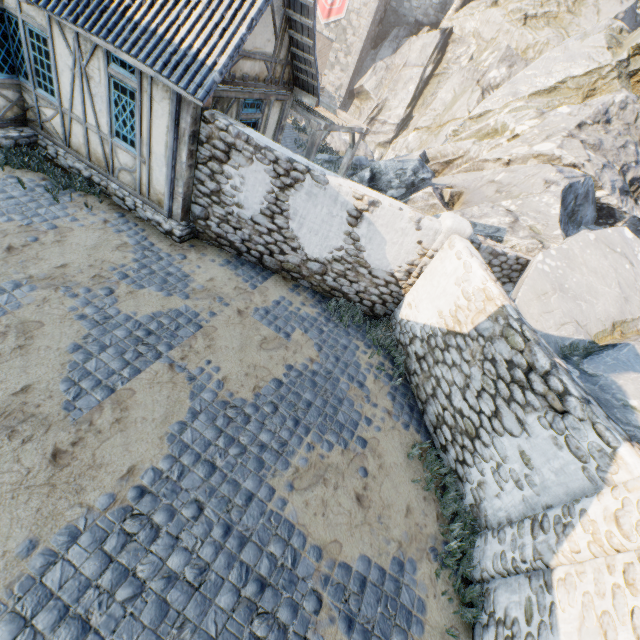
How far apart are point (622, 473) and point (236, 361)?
6.0 meters

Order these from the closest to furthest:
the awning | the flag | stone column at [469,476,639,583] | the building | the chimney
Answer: stone column at [469,476,639,583] → the building → the awning → the chimney → the flag

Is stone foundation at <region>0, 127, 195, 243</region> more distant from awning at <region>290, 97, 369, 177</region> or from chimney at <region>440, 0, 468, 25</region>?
chimney at <region>440, 0, 468, 25</region>

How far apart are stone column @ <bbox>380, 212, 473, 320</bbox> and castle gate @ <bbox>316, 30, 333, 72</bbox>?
35.1m

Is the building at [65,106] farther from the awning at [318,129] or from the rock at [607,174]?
the rock at [607,174]

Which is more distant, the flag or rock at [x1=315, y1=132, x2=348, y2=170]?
the flag

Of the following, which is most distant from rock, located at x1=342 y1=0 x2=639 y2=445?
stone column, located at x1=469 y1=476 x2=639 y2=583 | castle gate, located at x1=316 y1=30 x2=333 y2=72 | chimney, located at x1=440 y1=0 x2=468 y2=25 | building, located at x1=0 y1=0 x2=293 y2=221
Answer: castle gate, located at x1=316 y1=30 x2=333 y2=72

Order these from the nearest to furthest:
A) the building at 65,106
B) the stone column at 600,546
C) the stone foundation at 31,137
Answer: the stone column at 600,546 < the building at 65,106 < the stone foundation at 31,137
